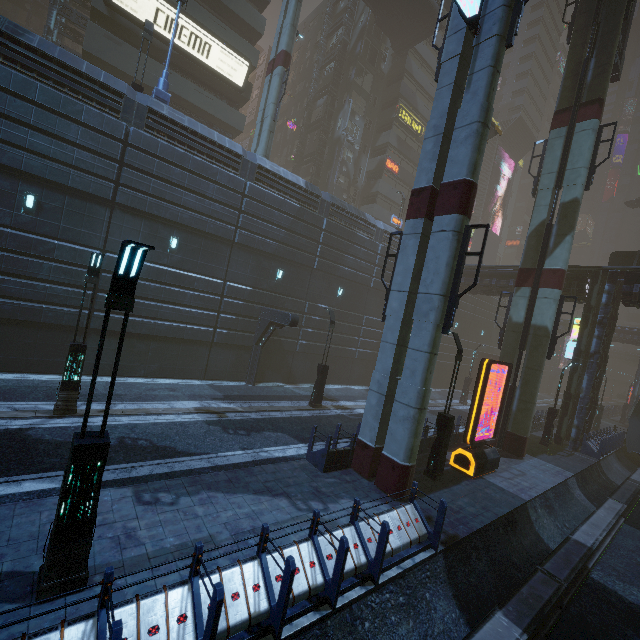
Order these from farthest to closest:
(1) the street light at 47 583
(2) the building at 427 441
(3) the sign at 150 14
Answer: (3) the sign at 150 14
(2) the building at 427 441
(1) the street light at 47 583

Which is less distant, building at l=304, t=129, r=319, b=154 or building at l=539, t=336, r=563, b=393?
building at l=304, t=129, r=319, b=154

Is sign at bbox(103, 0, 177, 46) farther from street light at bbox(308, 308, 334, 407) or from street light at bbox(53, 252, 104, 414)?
street light at bbox(53, 252, 104, 414)

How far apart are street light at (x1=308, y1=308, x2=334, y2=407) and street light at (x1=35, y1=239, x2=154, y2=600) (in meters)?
12.74

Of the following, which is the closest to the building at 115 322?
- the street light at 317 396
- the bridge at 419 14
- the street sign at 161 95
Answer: the bridge at 419 14

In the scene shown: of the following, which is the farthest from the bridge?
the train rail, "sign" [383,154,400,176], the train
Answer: the train rail

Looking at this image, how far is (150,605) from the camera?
4.5 meters

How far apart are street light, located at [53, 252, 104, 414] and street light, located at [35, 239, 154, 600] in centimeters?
A: 668cm
